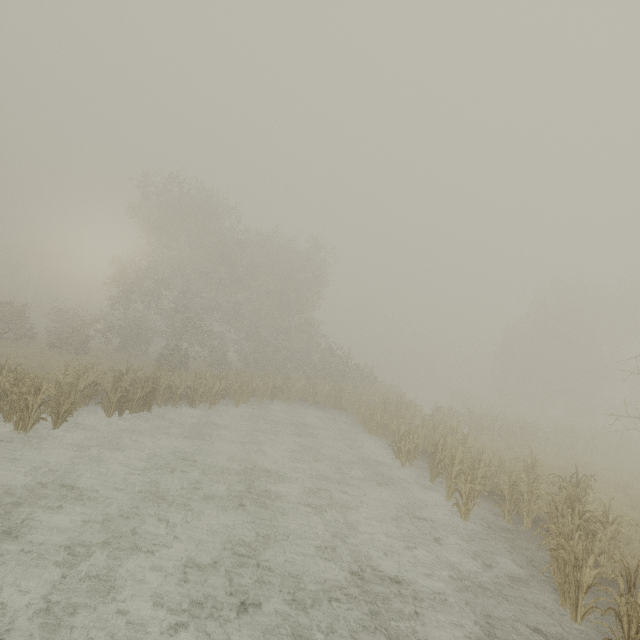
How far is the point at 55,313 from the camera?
28.2 meters
